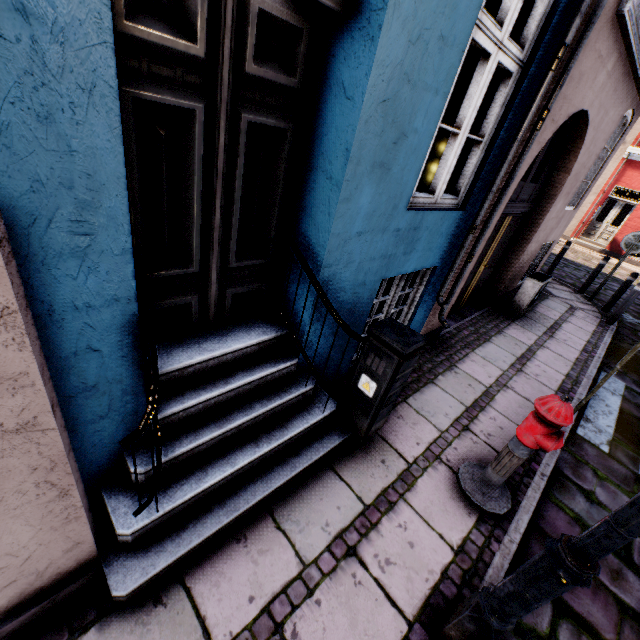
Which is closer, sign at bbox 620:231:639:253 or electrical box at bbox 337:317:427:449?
electrical box at bbox 337:317:427:449

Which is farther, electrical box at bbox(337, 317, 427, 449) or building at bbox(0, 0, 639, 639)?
electrical box at bbox(337, 317, 427, 449)

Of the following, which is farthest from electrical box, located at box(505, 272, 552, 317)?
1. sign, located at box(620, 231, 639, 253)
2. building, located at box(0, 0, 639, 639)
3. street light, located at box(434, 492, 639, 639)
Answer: street light, located at box(434, 492, 639, 639)

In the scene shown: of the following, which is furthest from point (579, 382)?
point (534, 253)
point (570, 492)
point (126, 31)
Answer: point (126, 31)

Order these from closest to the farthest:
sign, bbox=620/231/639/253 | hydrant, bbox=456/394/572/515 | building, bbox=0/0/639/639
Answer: building, bbox=0/0/639/639 < hydrant, bbox=456/394/572/515 < sign, bbox=620/231/639/253

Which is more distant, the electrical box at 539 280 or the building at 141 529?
the electrical box at 539 280

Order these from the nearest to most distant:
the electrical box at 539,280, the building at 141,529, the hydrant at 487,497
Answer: the building at 141,529 < the hydrant at 487,497 < the electrical box at 539,280

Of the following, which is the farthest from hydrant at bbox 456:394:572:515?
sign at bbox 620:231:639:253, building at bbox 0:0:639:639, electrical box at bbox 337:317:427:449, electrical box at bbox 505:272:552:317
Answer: sign at bbox 620:231:639:253
